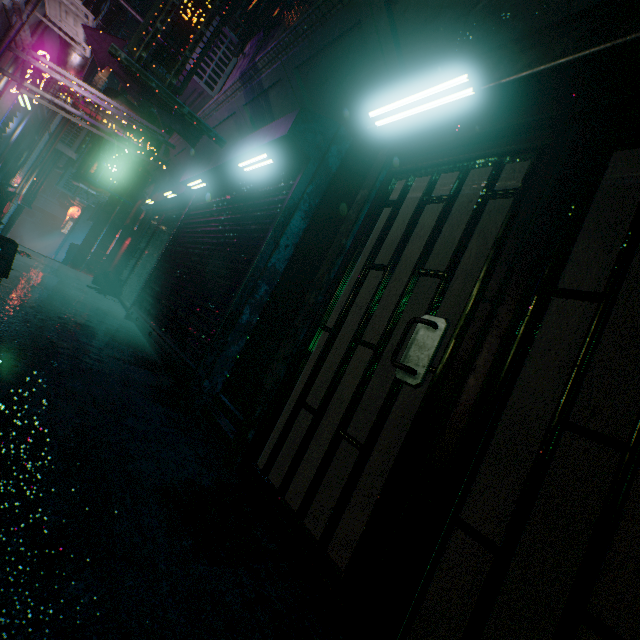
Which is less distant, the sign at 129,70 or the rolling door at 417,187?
the rolling door at 417,187

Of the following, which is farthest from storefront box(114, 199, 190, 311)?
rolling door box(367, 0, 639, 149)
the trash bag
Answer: rolling door box(367, 0, 639, 149)

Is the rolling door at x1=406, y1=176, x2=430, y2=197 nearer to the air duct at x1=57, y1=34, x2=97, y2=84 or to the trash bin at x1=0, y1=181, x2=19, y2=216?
the air duct at x1=57, y1=34, x2=97, y2=84

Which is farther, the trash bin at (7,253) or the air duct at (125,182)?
the air duct at (125,182)

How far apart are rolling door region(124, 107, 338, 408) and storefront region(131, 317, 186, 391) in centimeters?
1cm

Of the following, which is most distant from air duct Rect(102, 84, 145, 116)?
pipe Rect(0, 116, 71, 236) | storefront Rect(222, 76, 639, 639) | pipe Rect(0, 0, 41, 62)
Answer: storefront Rect(222, 76, 639, 639)

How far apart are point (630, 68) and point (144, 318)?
5.2m

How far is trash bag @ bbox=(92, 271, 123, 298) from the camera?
7.2 meters
